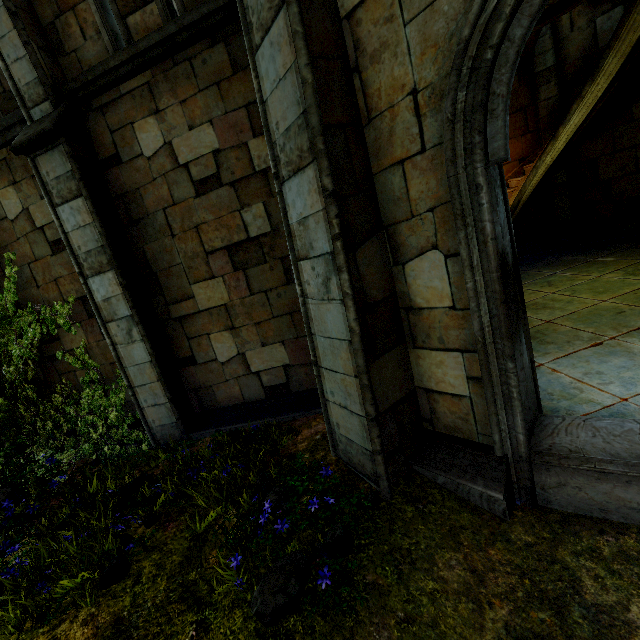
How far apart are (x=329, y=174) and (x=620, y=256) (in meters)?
8.69
